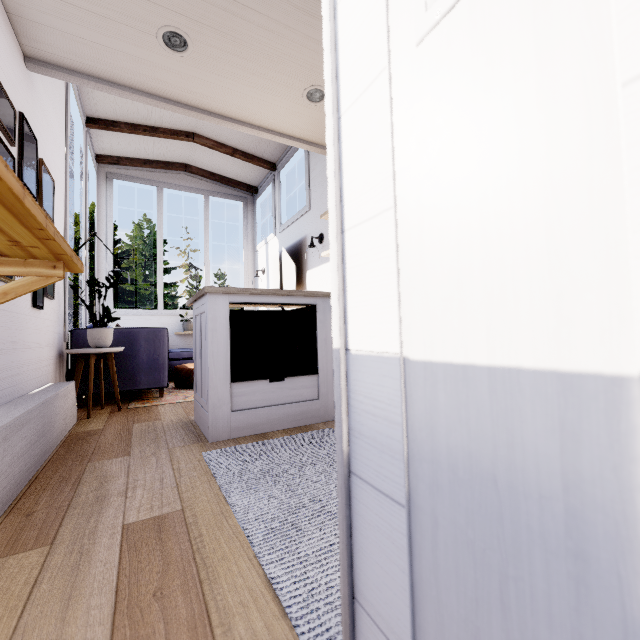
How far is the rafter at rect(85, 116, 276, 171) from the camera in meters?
4.5

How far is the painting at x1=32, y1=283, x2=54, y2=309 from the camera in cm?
224

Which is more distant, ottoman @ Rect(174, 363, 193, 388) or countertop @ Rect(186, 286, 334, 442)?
ottoman @ Rect(174, 363, 193, 388)

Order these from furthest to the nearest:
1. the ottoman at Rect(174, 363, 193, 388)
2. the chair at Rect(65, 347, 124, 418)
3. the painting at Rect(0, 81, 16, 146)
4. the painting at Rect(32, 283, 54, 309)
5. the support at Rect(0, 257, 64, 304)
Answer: the ottoman at Rect(174, 363, 193, 388)
the chair at Rect(65, 347, 124, 418)
the painting at Rect(32, 283, 54, 309)
the painting at Rect(0, 81, 16, 146)
the support at Rect(0, 257, 64, 304)

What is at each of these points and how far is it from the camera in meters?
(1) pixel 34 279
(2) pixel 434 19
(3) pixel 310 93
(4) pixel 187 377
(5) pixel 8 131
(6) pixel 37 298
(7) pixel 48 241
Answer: (1) support, 1.2 m
(2) switch, 0.4 m
(3) lamp, 2.5 m
(4) ottoman, 4.4 m
(5) painting, 1.8 m
(6) painting, 2.3 m
(7) shelf, 1.0 m

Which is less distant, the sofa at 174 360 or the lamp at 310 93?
the lamp at 310 93

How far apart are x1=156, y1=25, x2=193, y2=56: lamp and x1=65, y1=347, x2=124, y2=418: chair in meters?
2.5

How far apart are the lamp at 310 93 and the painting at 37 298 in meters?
2.4
